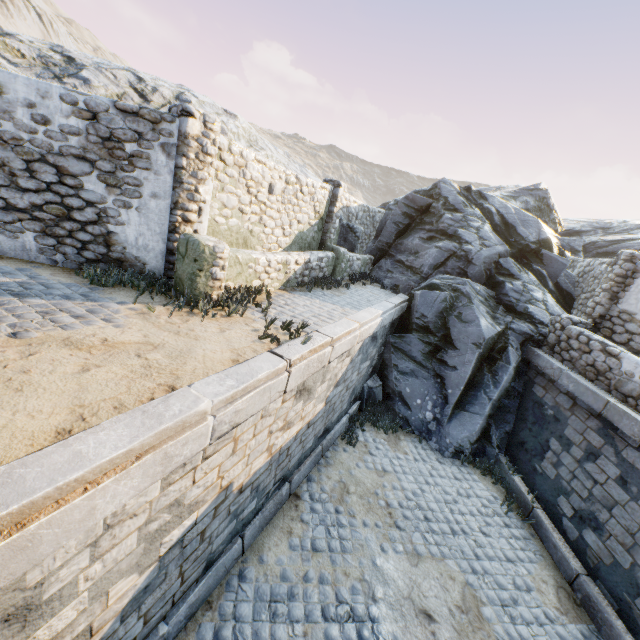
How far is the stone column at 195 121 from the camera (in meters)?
5.45

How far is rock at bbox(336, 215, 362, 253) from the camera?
12.29m

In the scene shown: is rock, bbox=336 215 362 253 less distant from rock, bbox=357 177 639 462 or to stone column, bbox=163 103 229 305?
rock, bbox=357 177 639 462

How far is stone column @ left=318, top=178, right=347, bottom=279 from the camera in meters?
10.6

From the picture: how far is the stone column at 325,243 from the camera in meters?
10.6

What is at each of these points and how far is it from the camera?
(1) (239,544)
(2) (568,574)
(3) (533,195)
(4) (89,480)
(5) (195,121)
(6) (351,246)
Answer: (1) stone blocks, 5.07m
(2) stone blocks, 6.20m
(3) rock, 17.25m
(4) stone blocks, 2.23m
(5) stone column, 5.41m
(6) rock, 13.02m

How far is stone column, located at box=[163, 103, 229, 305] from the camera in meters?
5.4

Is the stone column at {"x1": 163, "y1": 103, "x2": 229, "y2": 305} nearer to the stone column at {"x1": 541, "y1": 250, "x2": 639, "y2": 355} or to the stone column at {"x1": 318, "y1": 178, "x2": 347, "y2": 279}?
the stone column at {"x1": 318, "y1": 178, "x2": 347, "y2": 279}
